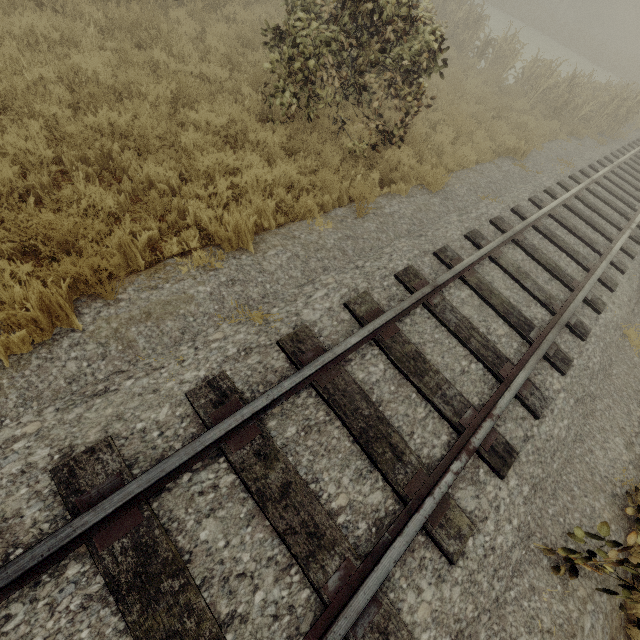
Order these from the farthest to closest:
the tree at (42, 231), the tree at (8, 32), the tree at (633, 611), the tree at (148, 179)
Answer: the tree at (8, 32), the tree at (148, 179), the tree at (42, 231), the tree at (633, 611)

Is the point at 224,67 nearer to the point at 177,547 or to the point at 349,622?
the point at 177,547

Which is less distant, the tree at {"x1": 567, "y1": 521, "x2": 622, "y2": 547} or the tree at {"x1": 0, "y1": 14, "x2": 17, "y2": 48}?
the tree at {"x1": 567, "y1": 521, "x2": 622, "y2": 547}

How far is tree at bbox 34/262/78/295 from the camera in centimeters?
280cm

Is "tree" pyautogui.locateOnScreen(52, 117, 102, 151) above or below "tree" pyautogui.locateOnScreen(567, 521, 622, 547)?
below

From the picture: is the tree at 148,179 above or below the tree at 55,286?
below
